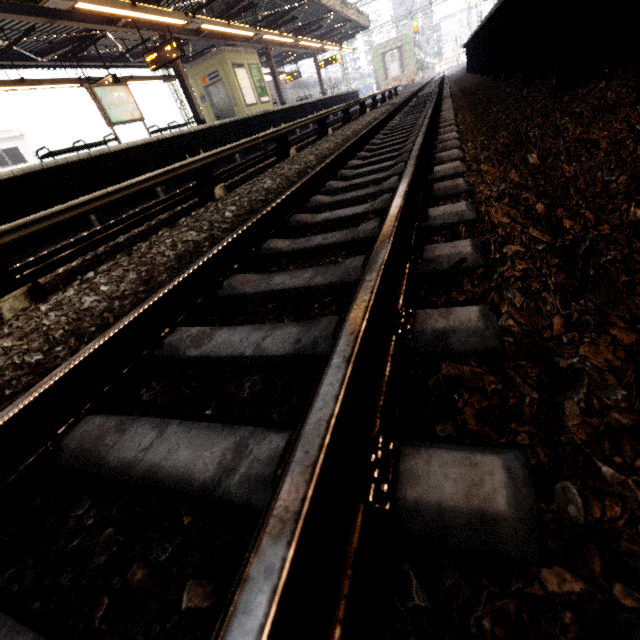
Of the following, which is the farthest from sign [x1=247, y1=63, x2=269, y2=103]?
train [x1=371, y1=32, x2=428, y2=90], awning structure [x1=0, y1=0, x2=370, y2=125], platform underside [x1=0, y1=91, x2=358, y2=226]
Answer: train [x1=371, y1=32, x2=428, y2=90]

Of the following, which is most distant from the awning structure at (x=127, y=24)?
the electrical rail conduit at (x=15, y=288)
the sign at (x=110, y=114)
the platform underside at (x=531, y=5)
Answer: the platform underside at (x=531, y=5)

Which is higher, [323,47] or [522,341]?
[323,47]

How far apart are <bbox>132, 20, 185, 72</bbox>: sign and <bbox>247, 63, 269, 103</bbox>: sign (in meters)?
6.72

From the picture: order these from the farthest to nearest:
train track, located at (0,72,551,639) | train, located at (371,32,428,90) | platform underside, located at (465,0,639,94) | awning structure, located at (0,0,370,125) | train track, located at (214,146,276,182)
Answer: train, located at (371,32,428,90), awning structure, located at (0,0,370,125), train track, located at (214,146,276,182), platform underside, located at (465,0,639,94), train track, located at (0,72,551,639)

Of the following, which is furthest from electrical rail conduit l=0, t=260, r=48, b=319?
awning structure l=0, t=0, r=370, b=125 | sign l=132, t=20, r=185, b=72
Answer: sign l=132, t=20, r=185, b=72

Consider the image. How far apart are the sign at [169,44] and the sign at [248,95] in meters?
5.1

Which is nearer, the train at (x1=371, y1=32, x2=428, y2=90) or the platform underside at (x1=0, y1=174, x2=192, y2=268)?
the platform underside at (x1=0, y1=174, x2=192, y2=268)
